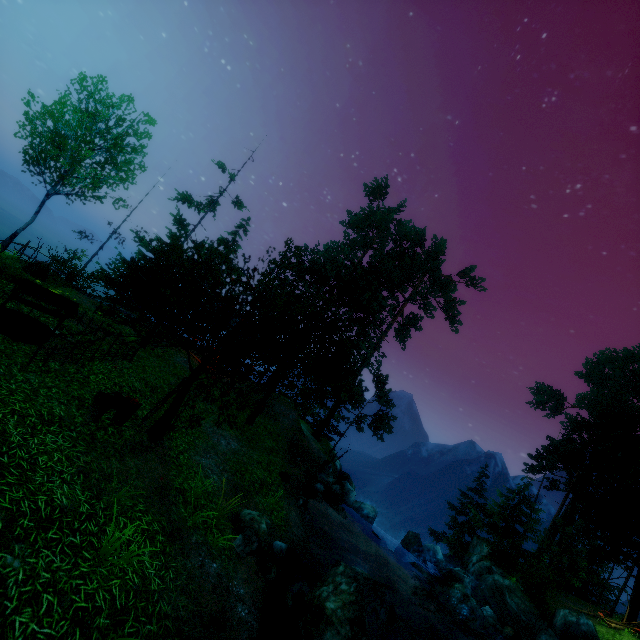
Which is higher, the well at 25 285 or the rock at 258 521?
the well at 25 285

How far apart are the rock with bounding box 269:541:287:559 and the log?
16.9 meters

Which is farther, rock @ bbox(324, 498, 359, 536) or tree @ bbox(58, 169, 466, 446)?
rock @ bbox(324, 498, 359, 536)

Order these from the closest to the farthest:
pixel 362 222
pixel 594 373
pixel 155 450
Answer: pixel 155 450, pixel 362 222, pixel 594 373

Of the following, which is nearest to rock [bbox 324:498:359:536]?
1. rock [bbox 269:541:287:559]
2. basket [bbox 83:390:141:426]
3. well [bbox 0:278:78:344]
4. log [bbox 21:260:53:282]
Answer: rock [bbox 269:541:287:559]

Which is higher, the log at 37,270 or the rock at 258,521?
the log at 37,270

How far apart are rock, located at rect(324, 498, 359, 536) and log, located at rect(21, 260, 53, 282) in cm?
1910

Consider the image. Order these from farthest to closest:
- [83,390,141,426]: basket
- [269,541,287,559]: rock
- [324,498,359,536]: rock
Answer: [324,498,359,536]: rock
[269,541,287,559]: rock
[83,390,141,426]: basket
